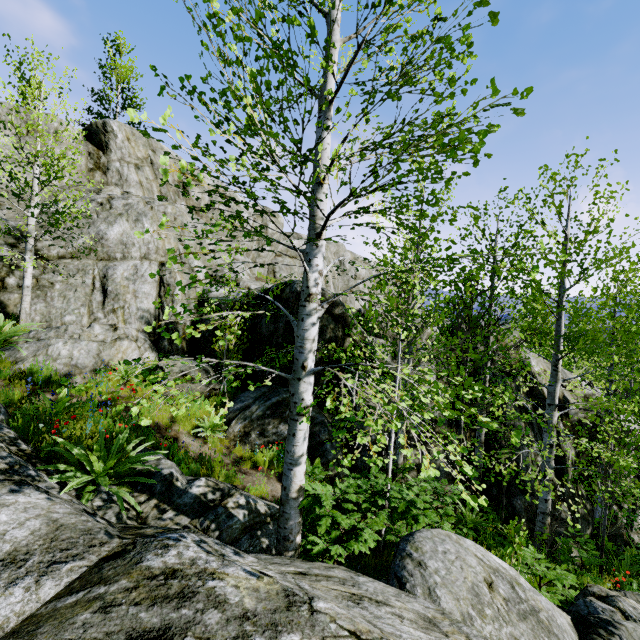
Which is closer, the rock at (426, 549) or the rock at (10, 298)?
the rock at (426, 549)

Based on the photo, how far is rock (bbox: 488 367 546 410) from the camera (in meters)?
11.05

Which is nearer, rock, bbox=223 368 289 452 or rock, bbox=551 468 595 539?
rock, bbox=223 368 289 452

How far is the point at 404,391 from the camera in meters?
3.6

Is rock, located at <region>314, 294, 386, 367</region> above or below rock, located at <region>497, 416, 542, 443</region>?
above

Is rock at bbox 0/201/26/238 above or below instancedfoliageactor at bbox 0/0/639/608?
above

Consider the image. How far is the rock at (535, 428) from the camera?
10.4m
